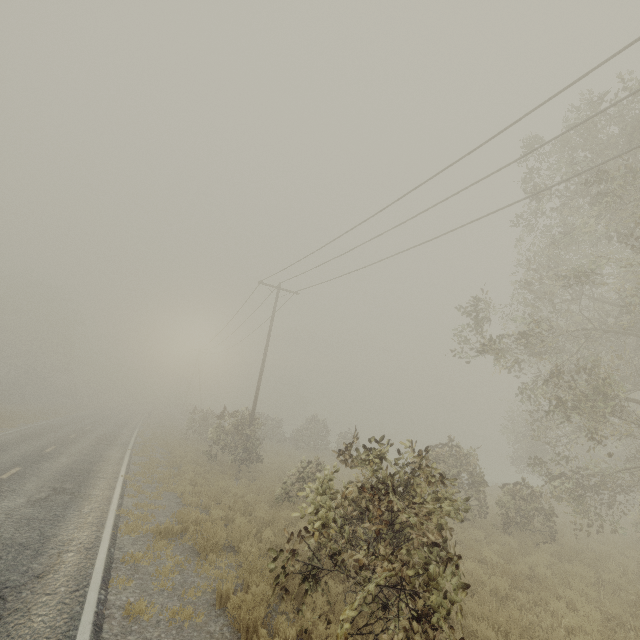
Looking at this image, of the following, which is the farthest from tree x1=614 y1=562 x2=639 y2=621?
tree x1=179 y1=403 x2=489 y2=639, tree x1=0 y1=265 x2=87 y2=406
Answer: tree x1=0 y1=265 x2=87 y2=406

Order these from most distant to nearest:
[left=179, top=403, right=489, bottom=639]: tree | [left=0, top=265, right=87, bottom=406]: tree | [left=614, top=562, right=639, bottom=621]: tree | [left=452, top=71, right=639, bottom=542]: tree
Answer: [left=0, top=265, right=87, bottom=406]: tree, [left=452, top=71, right=639, bottom=542]: tree, [left=614, top=562, right=639, bottom=621]: tree, [left=179, top=403, right=489, bottom=639]: tree

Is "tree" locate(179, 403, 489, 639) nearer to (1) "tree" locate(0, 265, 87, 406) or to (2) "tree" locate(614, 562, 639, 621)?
(2) "tree" locate(614, 562, 639, 621)

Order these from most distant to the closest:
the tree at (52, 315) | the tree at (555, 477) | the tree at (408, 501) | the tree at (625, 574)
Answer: the tree at (52, 315), the tree at (555, 477), the tree at (625, 574), the tree at (408, 501)

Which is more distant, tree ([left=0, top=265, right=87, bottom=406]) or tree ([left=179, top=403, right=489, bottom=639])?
tree ([left=0, top=265, right=87, bottom=406])

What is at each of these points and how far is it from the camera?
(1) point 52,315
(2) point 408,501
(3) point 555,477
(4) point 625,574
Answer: (1) tree, 50.4m
(2) tree, 6.3m
(3) tree, 13.5m
(4) tree, 9.5m

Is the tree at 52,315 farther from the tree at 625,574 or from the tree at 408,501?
the tree at 625,574
